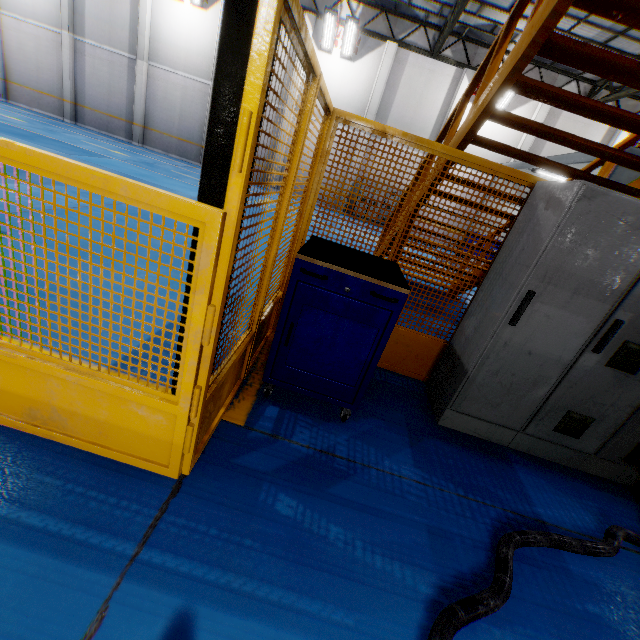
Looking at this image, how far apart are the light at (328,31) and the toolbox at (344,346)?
17.16m

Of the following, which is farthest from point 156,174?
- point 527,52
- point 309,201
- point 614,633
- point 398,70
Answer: point 614,633

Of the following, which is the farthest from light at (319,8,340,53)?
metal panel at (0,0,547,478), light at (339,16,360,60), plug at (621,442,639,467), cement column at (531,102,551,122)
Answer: plug at (621,442,639,467)

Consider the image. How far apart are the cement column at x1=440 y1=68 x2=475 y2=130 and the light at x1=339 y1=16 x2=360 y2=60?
5.09m

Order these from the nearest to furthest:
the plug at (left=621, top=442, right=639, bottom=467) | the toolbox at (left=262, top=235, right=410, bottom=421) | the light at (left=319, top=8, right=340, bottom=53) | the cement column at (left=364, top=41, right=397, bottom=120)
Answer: the toolbox at (left=262, top=235, right=410, bottom=421), the plug at (left=621, top=442, right=639, bottom=467), the light at (left=319, top=8, right=340, bottom=53), the cement column at (left=364, top=41, right=397, bottom=120)

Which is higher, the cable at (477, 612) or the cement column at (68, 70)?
the cement column at (68, 70)

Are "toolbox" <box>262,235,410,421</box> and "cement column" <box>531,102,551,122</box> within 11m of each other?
no

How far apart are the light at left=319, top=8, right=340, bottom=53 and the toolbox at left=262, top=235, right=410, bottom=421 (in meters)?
17.16
